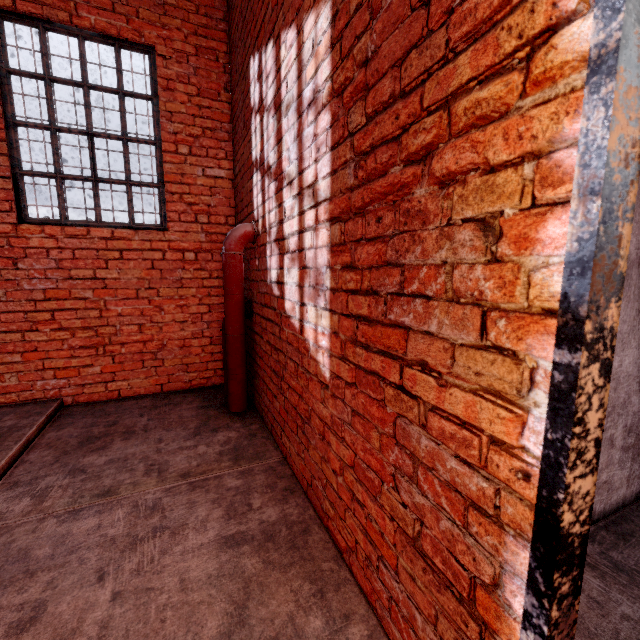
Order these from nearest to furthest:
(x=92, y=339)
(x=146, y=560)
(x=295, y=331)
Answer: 1. (x=146, y=560)
2. (x=295, y=331)
3. (x=92, y=339)

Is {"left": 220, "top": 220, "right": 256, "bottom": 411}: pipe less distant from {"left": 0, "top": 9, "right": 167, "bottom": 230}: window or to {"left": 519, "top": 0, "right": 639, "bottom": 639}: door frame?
{"left": 0, "top": 9, "right": 167, "bottom": 230}: window

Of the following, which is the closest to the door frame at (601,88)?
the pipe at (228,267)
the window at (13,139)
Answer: the pipe at (228,267)

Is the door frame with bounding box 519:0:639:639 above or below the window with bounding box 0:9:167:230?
below

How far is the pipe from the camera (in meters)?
3.05

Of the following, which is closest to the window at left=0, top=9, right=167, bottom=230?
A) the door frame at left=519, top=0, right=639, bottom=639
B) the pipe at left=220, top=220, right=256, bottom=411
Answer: the pipe at left=220, top=220, right=256, bottom=411

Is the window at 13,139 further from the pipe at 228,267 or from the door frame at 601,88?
the door frame at 601,88

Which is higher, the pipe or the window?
the window
